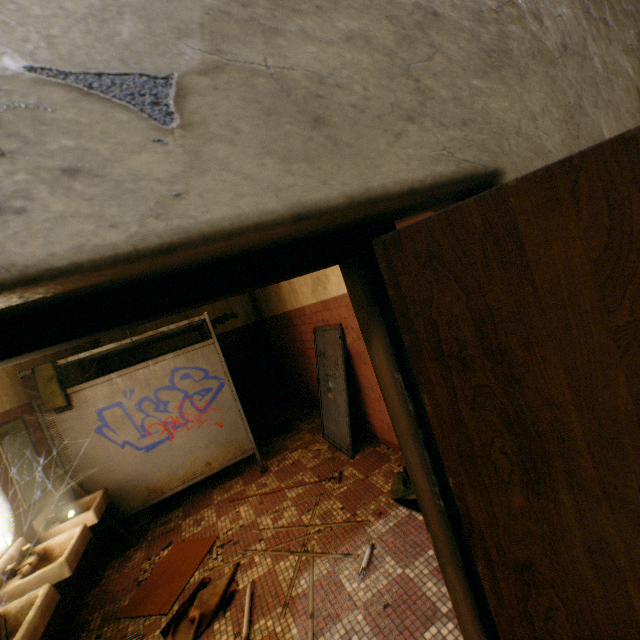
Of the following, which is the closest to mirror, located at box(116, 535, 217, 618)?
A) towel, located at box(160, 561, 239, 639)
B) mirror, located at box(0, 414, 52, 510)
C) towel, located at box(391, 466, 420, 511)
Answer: towel, located at box(160, 561, 239, 639)

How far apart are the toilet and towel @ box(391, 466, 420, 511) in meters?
3.2

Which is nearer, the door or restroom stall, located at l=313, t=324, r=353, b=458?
the door

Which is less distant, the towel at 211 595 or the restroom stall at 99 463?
the towel at 211 595

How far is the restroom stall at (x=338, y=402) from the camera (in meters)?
4.05

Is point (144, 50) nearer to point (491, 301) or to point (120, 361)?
point (491, 301)

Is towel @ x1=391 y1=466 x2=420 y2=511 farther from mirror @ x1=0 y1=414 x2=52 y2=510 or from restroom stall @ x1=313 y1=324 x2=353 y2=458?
mirror @ x1=0 y1=414 x2=52 y2=510

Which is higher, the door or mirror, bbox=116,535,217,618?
the door
